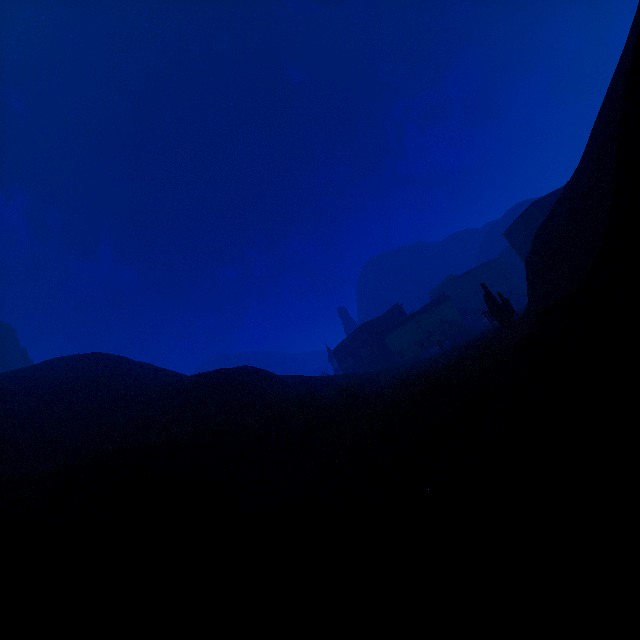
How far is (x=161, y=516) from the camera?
6.6 meters

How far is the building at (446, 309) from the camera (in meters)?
54.28

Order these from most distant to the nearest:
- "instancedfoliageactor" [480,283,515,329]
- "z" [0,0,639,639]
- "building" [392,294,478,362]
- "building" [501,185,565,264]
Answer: "building" [392,294,478,362], "building" [501,185,565,264], "instancedfoliageactor" [480,283,515,329], "z" [0,0,639,639]

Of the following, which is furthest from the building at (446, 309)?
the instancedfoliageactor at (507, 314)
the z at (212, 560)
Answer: the instancedfoliageactor at (507, 314)

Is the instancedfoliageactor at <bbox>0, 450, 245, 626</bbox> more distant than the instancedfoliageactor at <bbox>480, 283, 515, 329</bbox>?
No

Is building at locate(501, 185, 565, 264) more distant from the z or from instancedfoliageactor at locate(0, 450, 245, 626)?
instancedfoliageactor at locate(0, 450, 245, 626)

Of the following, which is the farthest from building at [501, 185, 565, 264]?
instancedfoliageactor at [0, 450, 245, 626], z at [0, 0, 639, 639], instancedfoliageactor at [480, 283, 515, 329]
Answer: instancedfoliageactor at [0, 450, 245, 626]
